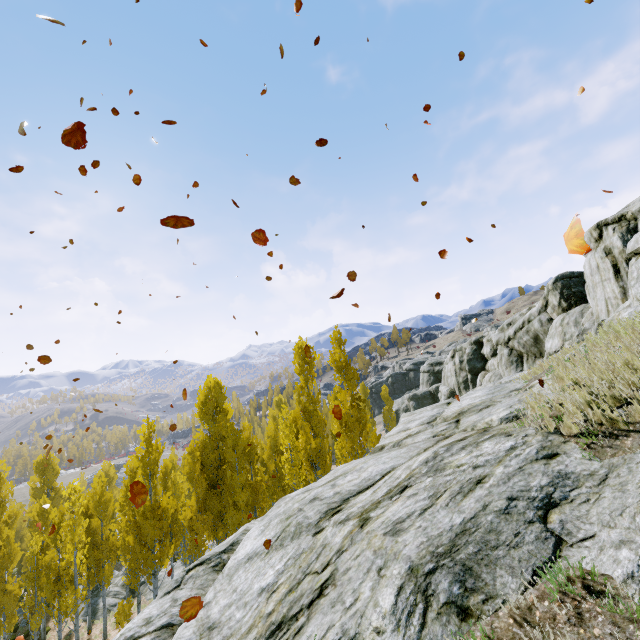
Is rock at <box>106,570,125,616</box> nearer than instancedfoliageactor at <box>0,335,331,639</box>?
No

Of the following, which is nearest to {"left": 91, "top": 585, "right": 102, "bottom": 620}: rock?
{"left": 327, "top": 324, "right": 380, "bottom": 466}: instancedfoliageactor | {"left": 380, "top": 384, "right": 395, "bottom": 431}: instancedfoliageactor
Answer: {"left": 327, "top": 324, "right": 380, "bottom": 466}: instancedfoliageactor

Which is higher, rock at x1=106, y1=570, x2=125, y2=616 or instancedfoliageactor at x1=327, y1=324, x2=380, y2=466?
instancedfoliageactor at x1=327, y1=324, x2=380, y2=466

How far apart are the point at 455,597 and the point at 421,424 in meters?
7.7

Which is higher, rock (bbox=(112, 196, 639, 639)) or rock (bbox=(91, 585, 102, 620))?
rock (bbox=(112, 196, 639, 639))

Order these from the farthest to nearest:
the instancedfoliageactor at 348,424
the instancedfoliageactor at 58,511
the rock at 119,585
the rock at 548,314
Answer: the rock at 119,585
the instancedfoliageactor at 348,424
the instancedfoliageactor at 58,511
the rock at 548,314

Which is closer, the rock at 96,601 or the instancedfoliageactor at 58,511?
the instancedfoliageactor at 58,511

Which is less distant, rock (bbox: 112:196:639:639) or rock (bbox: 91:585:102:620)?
rock (bbox: 112:196:639:639)
